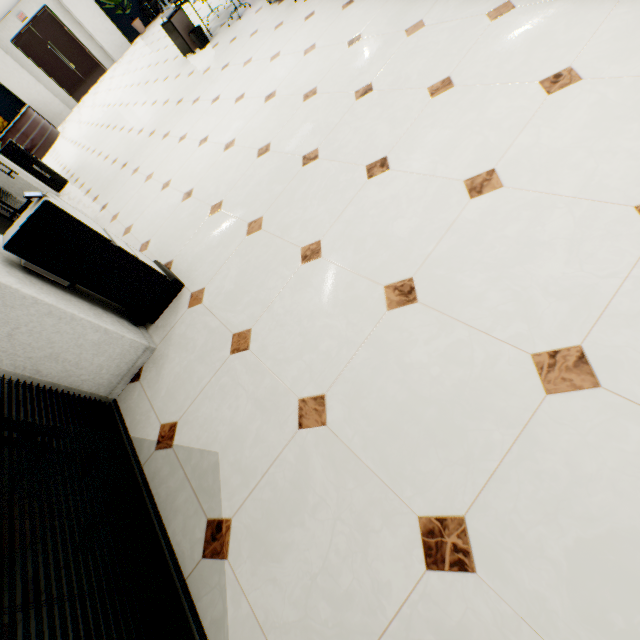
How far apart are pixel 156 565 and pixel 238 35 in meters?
7.6 m

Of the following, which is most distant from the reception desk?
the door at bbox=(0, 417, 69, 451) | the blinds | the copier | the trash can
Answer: the door at bbox=(0, 417, 69, 451)

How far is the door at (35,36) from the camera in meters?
12.8 m

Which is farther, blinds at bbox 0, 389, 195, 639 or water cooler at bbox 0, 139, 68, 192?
water cooler at bbox 0, 139, 68, 192

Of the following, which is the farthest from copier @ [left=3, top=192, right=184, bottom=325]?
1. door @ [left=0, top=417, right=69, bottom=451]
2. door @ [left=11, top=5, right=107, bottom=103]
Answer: door @ [left=11, top=5, right=107, bottom=103]

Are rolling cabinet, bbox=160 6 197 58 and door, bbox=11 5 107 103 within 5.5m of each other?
no

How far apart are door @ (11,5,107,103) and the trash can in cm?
1183

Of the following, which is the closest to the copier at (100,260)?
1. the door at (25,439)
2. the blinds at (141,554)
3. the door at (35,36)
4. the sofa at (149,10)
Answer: the blinds at (141,554)
